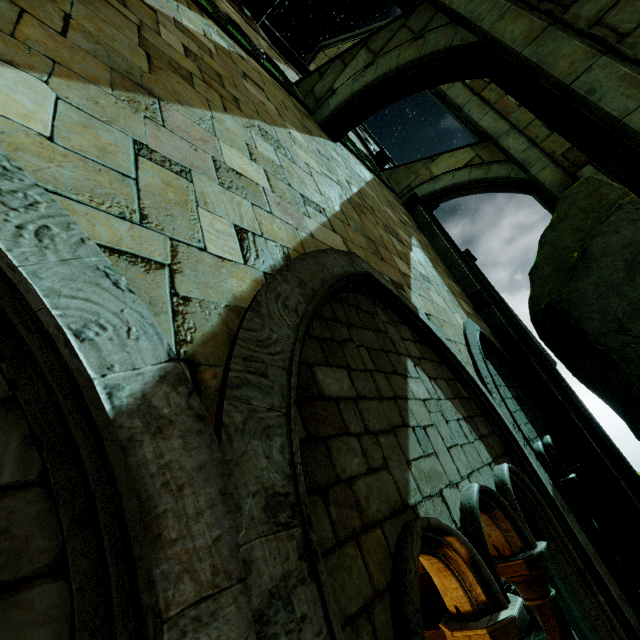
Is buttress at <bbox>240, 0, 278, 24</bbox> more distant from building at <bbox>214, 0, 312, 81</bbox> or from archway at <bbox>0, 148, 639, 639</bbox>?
archway at <bbox>0, 148, 639, 639</bbox>

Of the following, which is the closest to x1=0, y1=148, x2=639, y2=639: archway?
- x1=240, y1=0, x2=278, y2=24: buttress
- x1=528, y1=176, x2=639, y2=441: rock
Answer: x1=528, y1=176, x2=639, y2=441: rock

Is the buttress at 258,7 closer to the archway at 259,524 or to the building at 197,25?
the building at 197,25

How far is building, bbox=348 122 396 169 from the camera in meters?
11.7 m

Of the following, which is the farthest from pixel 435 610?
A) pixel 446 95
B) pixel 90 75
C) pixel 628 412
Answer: pixel 446 95

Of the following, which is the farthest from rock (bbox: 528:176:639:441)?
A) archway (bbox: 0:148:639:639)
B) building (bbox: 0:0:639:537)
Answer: archway (bbox: 0:148:639:639)

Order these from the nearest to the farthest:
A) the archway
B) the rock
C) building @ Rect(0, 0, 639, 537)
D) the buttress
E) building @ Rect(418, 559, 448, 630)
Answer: the archway < building @ Rect(0, 0, 639, 537) < the rock < building @ Rect(418, 559, 448, 630) < the buttress

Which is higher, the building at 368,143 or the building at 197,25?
the building at 368,143
